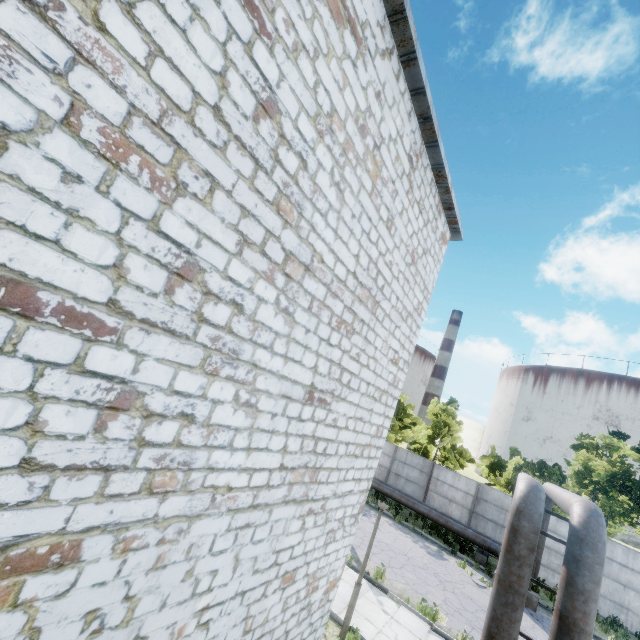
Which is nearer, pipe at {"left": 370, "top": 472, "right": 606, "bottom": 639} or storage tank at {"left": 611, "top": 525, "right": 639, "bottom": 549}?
pipe at {"left": 370, "top": 472, "right": 606, "bottom": 639}

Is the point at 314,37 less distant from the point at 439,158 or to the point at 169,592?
the point at 439,158

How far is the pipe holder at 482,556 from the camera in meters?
17.2 m

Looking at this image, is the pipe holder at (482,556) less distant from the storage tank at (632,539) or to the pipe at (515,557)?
the pipe at (515,557)

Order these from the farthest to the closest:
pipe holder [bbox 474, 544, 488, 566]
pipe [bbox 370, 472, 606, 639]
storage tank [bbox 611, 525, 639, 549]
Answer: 1. storage tank [bbox 611, 525, 639, 549]
2. pipe holder [bbox 474, 544, 488, 566]
3. pipe [bbox 370, 472, 606, 639]

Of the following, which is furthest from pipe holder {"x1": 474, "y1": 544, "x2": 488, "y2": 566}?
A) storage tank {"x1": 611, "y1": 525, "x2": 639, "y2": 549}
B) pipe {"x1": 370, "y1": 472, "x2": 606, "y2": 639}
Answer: storage tank {"x1": 611, "y1": 525, "x2": 639, "y2": 549}

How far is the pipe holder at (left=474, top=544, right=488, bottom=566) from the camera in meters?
17.2
